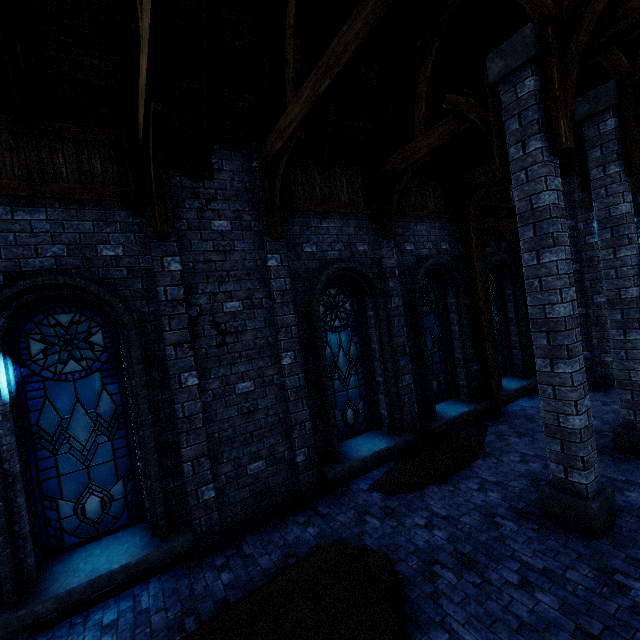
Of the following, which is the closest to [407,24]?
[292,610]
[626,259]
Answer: [626,259]

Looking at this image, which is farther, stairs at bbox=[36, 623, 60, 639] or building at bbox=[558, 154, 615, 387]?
building at bbox=[558, 154, 615, 387]

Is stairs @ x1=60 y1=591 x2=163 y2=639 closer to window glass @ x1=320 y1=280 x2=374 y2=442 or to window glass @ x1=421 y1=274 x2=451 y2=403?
window glass @ x1=320 y1=280 x2=374 y2=442

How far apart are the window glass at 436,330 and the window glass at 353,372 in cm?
151

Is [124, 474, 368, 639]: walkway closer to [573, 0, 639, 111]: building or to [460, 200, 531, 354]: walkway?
[573, 0, 639, 111]: building

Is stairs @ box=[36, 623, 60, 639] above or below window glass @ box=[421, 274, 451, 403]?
below

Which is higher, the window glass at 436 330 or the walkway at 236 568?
the window glass at 436 330

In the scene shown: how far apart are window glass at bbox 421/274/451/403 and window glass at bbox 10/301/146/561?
6.52m
